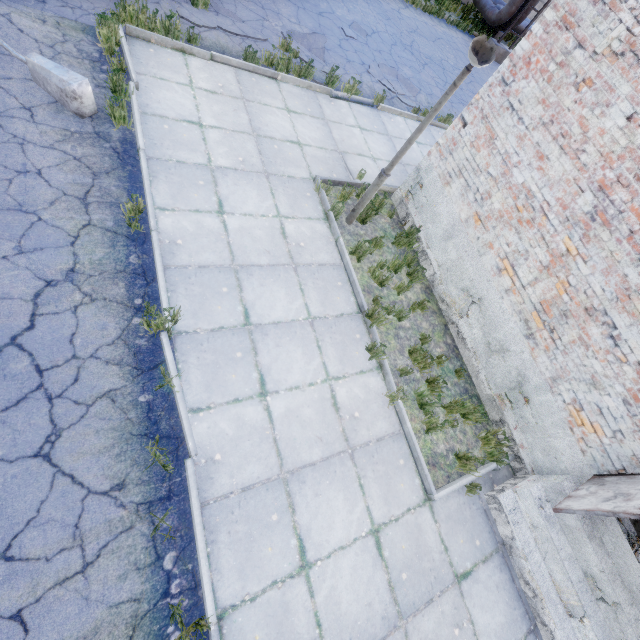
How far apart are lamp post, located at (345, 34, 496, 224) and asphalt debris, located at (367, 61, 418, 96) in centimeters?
589cm

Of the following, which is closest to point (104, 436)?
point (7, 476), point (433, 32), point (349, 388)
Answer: point (7, 476)

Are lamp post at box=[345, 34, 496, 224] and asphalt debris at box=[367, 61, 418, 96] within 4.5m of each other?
no

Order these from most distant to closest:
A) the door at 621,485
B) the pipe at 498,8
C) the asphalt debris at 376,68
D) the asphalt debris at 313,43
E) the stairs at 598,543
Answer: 1. the pipe at 498,8
2. the asphalt debris at 376,68
3. the asphalt debris at 313,43
4. the stairs at 598,543
5. the door at 621,485

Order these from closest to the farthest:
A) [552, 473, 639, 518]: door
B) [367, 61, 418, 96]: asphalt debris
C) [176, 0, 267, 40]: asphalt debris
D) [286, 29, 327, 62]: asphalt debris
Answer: [552, 473, 639, 518]: door, [176, 0, 267, 40]: asphalt debris, [286, 29, 327, 62]: asphalt debris, [367, 61, 418, 96]: asphalt debris

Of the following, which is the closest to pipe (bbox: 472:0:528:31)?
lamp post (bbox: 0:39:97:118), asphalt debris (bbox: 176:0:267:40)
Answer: asphalt debris (bbox: 176:0:267:40)

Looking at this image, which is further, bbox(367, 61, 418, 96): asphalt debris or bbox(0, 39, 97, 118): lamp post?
bbox(367, 61, 418, 96): asphalt debris

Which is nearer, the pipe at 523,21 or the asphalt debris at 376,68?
the asphalt debris at 376,68
